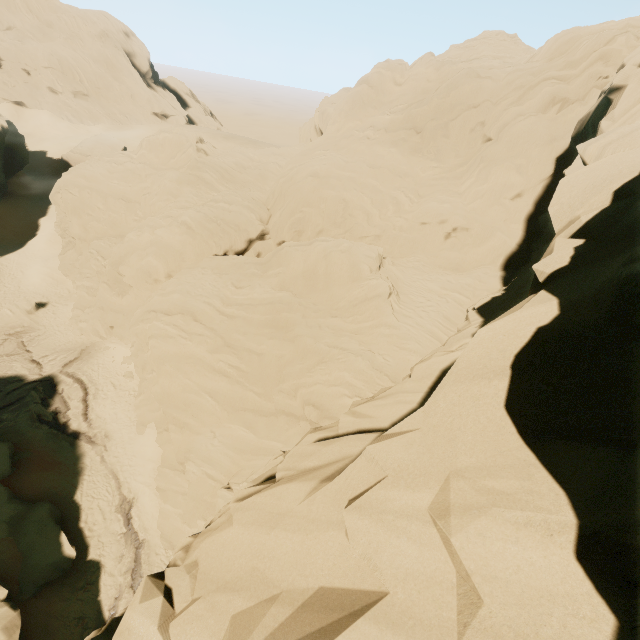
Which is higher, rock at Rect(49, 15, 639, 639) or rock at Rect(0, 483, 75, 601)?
rock at Rect(49, 15, 639, 639)

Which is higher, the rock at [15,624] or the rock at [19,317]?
the rock at [15,624]

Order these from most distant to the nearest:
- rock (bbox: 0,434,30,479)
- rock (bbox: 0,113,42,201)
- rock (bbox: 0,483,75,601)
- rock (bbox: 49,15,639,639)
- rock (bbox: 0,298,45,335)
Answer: rock (bbox: 0,113,42,201) → rock (bbox: 0,298,45,335) → rock (bbox: 0,434,30,479) → rock (bbox: 0,483,75,601) → rock (bbox: 49,15,639,639)

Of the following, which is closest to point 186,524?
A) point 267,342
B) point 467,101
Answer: point 267,342

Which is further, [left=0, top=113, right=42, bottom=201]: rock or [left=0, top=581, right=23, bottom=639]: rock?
[left=0, top=113, right=42, bottom=201]: rock

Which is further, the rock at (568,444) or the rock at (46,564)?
the rock at (46,564)
